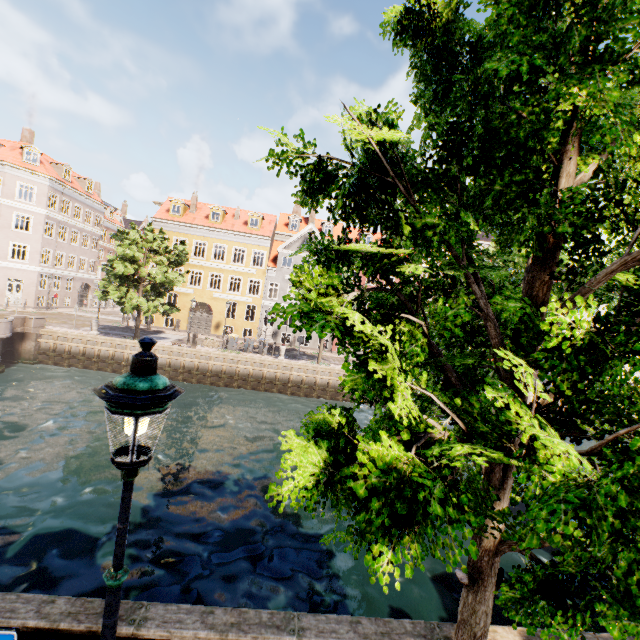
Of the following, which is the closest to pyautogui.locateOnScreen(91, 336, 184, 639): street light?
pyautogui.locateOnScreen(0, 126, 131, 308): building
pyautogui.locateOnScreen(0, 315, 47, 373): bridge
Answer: pyautogui.locateOnScreen(0, 126, 131, 308): building

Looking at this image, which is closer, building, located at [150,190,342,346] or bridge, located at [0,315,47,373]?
bridge, located at [0,315,47,373]

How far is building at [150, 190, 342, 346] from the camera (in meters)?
32.78

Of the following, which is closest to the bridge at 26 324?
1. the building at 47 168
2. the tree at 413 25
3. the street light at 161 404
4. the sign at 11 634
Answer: the tree at 413 25

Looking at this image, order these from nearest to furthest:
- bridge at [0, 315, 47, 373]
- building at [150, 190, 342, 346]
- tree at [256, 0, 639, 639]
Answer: tree at [256, 0, 639, 639]
bridge at [0, 315, 47, 373]
building at [150, 190, 342, 346]

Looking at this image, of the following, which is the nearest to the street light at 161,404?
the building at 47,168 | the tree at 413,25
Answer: the tree at 413,25

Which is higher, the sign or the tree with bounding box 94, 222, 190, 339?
the tree with bounding box 94, 222, 190, 339

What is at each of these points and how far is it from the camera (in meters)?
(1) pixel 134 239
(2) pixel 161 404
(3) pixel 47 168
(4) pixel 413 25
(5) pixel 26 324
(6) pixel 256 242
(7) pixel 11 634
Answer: (1) tree, 22.48
(2) street light, 2.09
(3) building, 34.28
(4) tree, 3.35
(5) bridge, 21.88
(6) building, 33.16
(7) sign, 2.06
